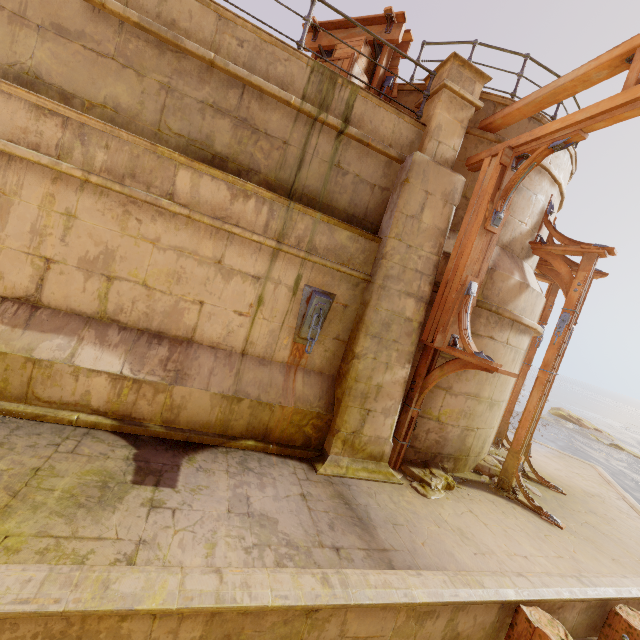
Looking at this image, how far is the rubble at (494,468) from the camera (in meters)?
6.62

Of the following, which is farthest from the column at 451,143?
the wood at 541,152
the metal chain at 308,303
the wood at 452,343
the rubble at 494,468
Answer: the rubble at 494,468

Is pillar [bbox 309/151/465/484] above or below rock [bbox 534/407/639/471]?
above

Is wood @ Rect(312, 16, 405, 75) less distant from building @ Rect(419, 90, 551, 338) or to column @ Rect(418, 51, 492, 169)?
column @ Rect(418, 51, 492, 169)

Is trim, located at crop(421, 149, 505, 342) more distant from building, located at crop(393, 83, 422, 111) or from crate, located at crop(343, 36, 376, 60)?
crate, located at crop(343, 36, 376, 60)

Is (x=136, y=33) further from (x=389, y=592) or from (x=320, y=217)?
(x=389, y=592)

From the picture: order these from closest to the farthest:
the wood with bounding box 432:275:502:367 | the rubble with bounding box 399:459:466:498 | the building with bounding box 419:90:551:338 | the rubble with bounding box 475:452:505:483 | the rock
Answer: the wood with bounding box 432:275:502:367 < the rubble with bounding box 399:459:466:498 < the building with bounding box 419:90:551:338 < the rubble with bounding box 475:452:505:483 < the rock

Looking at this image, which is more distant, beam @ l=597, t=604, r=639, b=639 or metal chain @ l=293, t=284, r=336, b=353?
metal chain @ l=293, t=284, r=336, b=353
